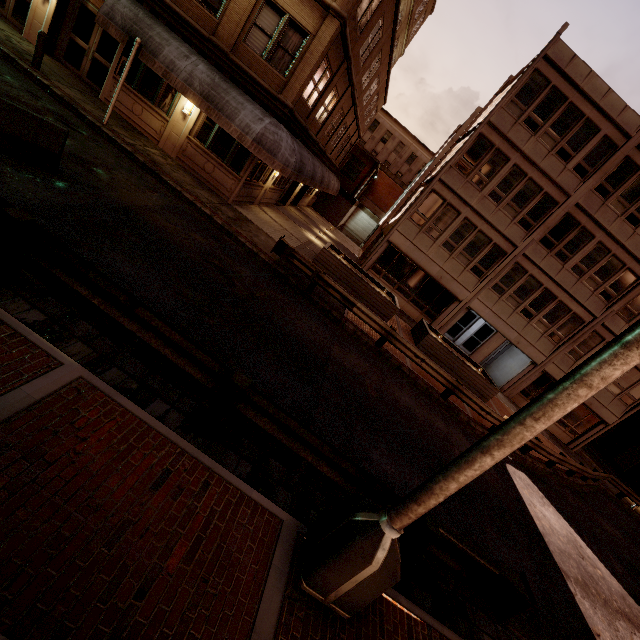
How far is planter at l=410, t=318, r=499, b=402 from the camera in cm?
1669

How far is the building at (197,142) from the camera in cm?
1367

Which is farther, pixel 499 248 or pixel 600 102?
pixel 499 248

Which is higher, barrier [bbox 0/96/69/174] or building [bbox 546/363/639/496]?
building [bbox 546/363/639/496]

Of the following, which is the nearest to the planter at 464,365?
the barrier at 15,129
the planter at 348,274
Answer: the planter at 348,274

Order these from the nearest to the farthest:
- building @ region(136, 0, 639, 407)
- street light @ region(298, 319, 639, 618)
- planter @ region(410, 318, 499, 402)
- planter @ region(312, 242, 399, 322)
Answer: street light @ region(298, 319, 639, 618)
building @ region(136, 0, 639, 407)
planter @ region(312, 242, 399, 322)
planter @ region(410, 318, 499, 402)

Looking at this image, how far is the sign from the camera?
10.79m

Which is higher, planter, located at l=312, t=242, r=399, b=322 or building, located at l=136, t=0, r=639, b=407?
building, located at l=136, t=0, r=639, b=407
